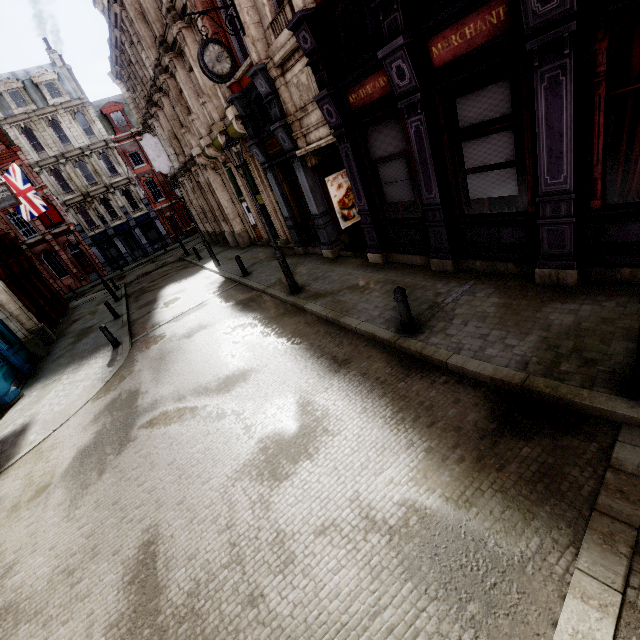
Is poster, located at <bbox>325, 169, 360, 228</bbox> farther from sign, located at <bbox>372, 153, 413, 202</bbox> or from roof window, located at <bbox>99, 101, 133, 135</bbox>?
roof window, located at <bbox>99, 101, 133, 135</bbox>

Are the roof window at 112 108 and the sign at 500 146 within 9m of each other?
no

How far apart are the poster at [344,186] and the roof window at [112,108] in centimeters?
3710cm

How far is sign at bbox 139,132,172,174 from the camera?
20.77m

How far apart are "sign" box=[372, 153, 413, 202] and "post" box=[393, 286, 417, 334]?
3.24m

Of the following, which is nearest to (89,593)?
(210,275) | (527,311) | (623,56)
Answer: (527,311)

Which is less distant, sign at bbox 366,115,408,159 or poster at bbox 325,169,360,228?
sign at bbox 366,115,408,159

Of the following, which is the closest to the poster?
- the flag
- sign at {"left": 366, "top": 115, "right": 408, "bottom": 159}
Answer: sign at {"left": 366, "top": 115, "right": 408, "bottom": 159}
